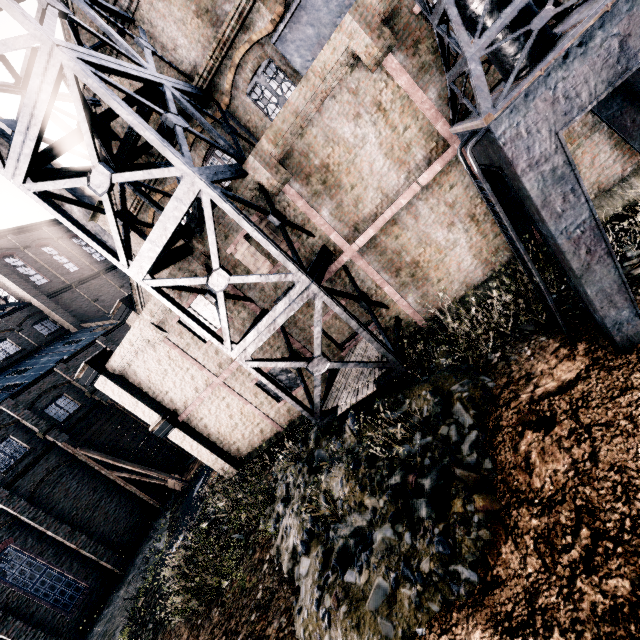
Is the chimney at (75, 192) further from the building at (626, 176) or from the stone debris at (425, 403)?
the stone debris at (425, 403)

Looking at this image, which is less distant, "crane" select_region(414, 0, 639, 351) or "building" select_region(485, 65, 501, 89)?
"crane" select_region(414, 0, 639, 351)

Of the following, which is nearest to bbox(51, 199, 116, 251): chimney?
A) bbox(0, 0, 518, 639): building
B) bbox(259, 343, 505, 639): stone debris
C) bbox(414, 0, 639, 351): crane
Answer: bbox(0, 0, 518, 639): building

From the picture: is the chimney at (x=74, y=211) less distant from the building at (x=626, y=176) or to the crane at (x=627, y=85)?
the building at (x=626, y=176)

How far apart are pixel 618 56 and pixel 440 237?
6.0m

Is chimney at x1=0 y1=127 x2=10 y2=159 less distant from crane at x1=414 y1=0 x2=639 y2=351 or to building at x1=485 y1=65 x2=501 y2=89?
building at x1=485 y1=65 x2=501 y2=89

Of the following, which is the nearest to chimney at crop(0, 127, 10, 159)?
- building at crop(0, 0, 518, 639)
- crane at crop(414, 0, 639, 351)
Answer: building at crop(0, 0, 518, 639)
